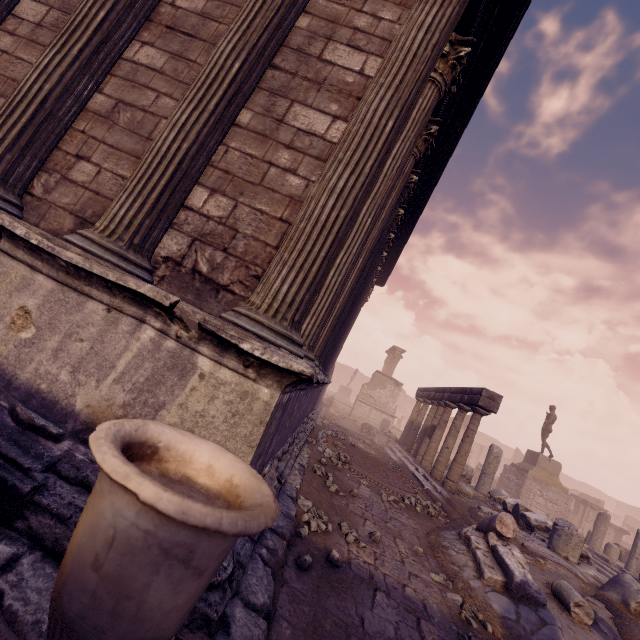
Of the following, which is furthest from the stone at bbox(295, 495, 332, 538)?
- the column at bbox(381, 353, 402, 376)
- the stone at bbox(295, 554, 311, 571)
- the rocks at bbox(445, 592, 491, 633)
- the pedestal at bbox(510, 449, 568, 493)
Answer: the column at bbox(381, 353, 402, 376)

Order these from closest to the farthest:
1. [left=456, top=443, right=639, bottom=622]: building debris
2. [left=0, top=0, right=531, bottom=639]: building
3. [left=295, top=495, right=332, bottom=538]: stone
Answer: [left=0, top=0, right=531, bottom=639]: building → [left=295, top=495, right=332, bottom=538]: stone → [left=456, top=443, right=639, bottom=622]: building debris

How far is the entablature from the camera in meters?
9.1

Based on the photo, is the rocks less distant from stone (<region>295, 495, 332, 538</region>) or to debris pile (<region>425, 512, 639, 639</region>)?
debris pile (<region>425, 512, 639, 639</region>)

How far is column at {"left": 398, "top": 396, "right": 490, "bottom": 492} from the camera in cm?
940

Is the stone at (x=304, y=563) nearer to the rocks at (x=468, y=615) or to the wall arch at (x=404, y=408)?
the rocks at (x=468, y=615)

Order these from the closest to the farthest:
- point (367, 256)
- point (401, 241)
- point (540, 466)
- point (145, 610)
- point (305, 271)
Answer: point (145, 610), point (305, 271), point (367, 256), point (401, 241), point (540, 466)

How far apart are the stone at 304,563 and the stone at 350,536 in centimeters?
100cm
